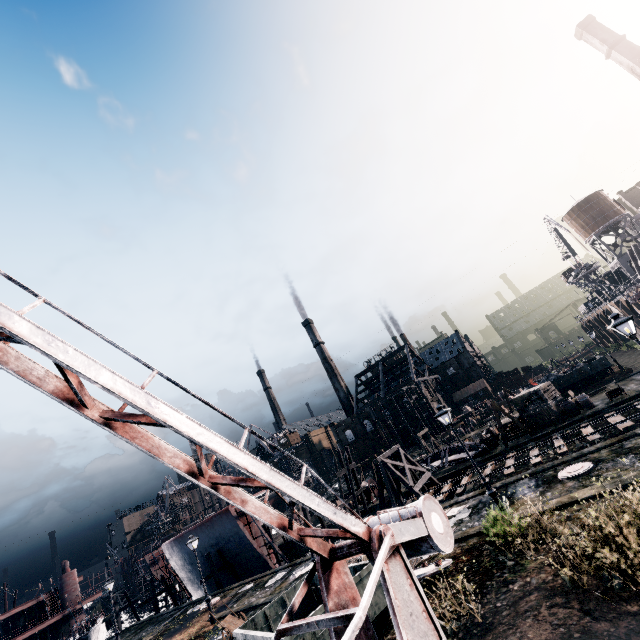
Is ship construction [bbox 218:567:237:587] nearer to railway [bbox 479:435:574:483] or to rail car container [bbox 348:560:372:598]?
railway [bbox 479:435:574:483]

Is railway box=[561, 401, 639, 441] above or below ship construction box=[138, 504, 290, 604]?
below

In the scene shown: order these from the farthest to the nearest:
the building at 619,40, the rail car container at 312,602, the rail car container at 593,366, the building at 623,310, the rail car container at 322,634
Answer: the building at 623,310, the building at 619,40, the rail car container at 593,366, the rail car container at 312,602, the rail car container at 322,634

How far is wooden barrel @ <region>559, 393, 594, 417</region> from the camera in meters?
29.5 m

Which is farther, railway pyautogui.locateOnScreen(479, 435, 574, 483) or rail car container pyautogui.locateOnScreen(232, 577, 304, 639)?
railway pyautogui.locateOnScreen(479, 435, 574, 483)

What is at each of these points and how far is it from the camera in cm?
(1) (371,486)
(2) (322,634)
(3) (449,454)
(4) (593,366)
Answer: (1) pulley, 4022
(2) rail car container, 870
(3) boat, 3644
(4) rail car container, 3944

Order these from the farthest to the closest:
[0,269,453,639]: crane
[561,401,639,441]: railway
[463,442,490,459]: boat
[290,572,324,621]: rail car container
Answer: [463,442,490,459]: boat → [561,401,639,441]: railway → [290,572,324,621]: rail car container → [0,269,453,639]: crane

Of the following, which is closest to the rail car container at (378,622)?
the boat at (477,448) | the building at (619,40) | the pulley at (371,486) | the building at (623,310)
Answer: the building at (623,310)
